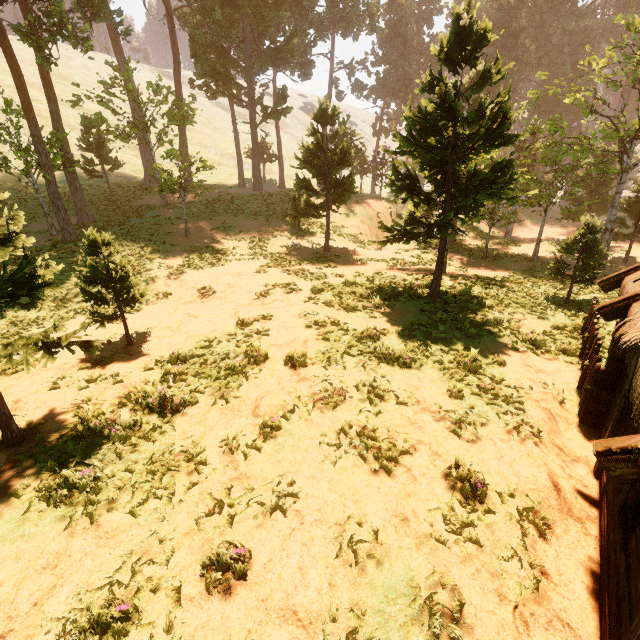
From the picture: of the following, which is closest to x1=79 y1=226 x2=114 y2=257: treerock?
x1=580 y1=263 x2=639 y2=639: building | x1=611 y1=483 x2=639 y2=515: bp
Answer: x1=580 y1=263 x2=639 y2=639: building

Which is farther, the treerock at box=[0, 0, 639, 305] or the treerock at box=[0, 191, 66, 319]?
the treerock at box=[0, 0, 639, 305]

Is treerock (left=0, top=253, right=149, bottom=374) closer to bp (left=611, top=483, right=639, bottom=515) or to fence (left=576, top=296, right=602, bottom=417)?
fence (left=576, top=296, right=602, bottom=417)

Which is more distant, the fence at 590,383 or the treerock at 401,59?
the treerock at 401,59

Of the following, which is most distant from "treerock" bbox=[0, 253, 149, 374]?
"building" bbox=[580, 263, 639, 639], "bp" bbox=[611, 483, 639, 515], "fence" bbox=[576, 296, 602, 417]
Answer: "bp" bbox=[611, 483, 639, 515]

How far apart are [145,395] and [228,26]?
31.3m

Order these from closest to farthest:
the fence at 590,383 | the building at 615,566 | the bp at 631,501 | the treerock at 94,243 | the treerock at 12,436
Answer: the building at 615,566
the bp at 631,501
the treerock at 12,436
the fence at 590,383
the treerock at 94,243

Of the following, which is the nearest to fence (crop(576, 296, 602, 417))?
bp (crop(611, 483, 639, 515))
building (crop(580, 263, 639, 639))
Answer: building (crop(580, 263, 639, 639))
